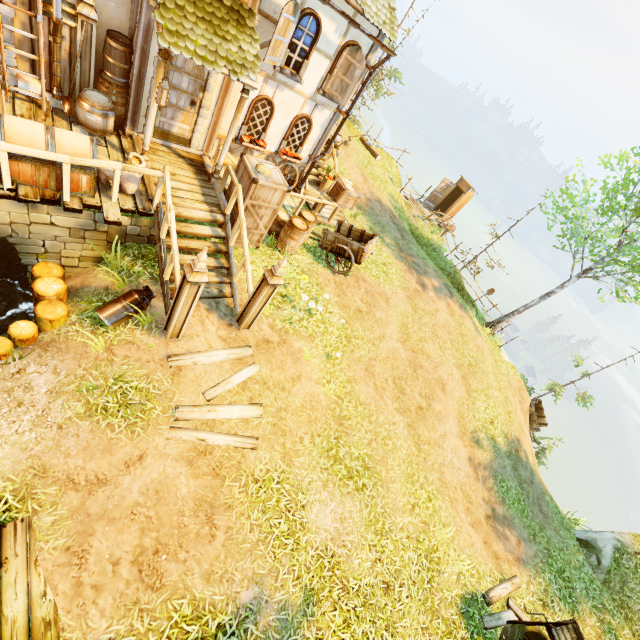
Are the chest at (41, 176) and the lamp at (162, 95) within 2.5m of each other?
yes

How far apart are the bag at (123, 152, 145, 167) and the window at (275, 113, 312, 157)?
5.0 meters

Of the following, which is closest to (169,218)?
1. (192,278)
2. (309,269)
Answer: (192,278)

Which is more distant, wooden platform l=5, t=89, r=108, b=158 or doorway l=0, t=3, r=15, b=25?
wooden platform l=5, t=89, r=108, b=158

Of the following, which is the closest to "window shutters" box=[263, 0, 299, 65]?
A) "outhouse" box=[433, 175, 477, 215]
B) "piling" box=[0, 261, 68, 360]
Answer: "piling" box=[0, 261, 68, 360]

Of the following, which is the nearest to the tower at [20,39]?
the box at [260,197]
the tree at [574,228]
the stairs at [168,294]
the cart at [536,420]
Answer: the stairs at [168,294]

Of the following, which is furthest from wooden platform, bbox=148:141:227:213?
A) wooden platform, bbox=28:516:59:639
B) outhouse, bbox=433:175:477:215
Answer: outhouse, bbox=433:175:477:215

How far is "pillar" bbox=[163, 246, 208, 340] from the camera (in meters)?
5.46
